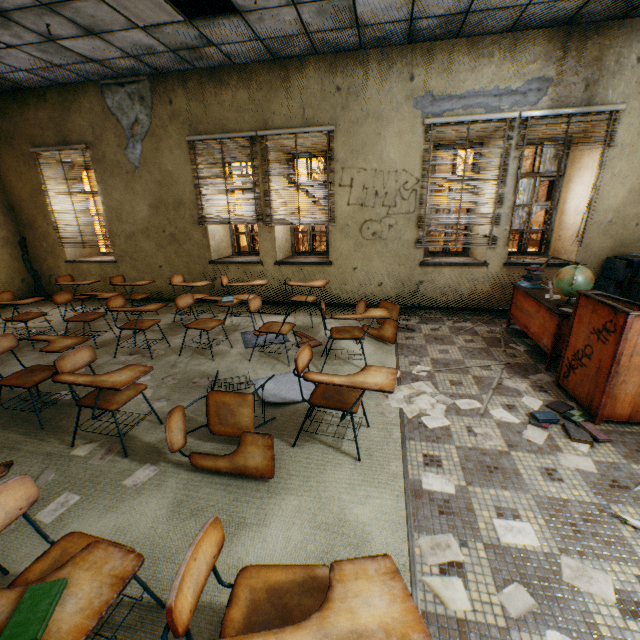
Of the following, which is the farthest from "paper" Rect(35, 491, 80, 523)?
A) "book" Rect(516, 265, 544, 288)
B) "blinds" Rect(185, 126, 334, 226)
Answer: "book" Rect(516, 265, 544, 288)

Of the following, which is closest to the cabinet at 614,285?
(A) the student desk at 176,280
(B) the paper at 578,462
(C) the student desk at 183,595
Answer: (B) the paper at 578,462

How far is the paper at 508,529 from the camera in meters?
1.8 m

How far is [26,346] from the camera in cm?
472

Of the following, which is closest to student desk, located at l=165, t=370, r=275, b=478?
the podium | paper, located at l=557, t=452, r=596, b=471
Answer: paper, located at l=557, t=452, r=596, b=471

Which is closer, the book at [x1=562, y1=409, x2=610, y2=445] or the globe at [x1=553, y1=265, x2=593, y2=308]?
the book at [x1=562, y1=409, x2=610, y2=445]

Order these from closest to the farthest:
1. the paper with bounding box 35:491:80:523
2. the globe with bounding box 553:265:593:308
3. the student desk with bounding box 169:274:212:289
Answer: the paper with bounding box 35:491:80:523, the globe with bounding box 553:265:593:308, the student desk with bounding box 169:274:212:289

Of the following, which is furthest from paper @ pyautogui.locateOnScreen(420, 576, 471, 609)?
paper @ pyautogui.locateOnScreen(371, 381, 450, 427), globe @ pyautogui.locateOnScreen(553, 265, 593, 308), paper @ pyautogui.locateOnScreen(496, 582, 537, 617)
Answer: globe @ pyautogui.locateOnScreen(553, 265, 593, 308)
